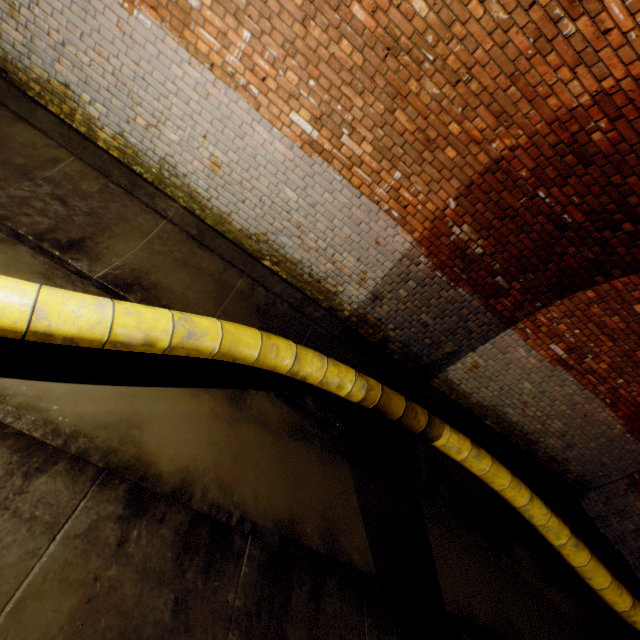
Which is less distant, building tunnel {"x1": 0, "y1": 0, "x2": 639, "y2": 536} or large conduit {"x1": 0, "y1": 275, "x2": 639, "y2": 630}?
large conduit {"x1": 0, "y1": 275, "x2": 639, "y2": 630}

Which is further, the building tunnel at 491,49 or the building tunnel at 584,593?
the building tunnel at 491,49

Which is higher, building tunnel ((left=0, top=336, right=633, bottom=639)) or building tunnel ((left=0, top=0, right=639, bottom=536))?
building tunnel ((left=0, top=0, right=639, bottom=536))

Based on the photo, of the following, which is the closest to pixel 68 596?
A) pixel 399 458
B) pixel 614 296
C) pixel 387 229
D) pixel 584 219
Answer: pixel 399 458

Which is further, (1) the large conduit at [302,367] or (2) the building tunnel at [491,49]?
(2) the building tunnel at [491,49]

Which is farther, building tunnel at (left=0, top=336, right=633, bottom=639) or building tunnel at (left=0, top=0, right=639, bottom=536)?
building tunnel at (left=0, top=0, right=639, bottom=536)

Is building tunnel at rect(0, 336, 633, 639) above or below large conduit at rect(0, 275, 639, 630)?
below
